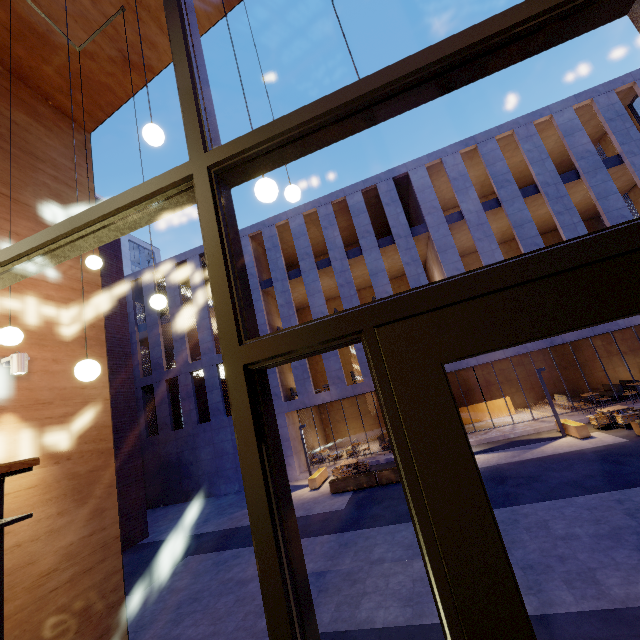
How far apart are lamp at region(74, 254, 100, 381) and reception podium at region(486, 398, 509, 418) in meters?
21.8

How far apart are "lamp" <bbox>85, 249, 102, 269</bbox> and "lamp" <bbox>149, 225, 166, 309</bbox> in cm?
88

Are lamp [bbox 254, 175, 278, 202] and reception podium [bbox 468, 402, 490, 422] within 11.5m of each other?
no

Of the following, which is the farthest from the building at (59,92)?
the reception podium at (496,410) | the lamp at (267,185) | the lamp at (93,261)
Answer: the reception podium at (496,410)

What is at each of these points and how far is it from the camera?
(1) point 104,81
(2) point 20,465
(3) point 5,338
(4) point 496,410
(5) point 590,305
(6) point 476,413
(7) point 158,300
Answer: (1) building, 5.9 meters
(2) stairs, 1.5 meters
(3) lamp, 3.1 meters
(4) reception podium, 20.4 meters
(5) door, 1.0 meters
(6) reception podium, 20.7 meters
(7) lamp, 3.9 meters

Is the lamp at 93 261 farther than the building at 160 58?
No

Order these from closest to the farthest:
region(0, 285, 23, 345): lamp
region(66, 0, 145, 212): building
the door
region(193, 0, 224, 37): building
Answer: the door, region(0, 285, 23, 345): lamp, region(66, 0, 145, 212): building, region(193, 0, 224, 37): building

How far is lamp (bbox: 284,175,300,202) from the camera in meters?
3.6 m
